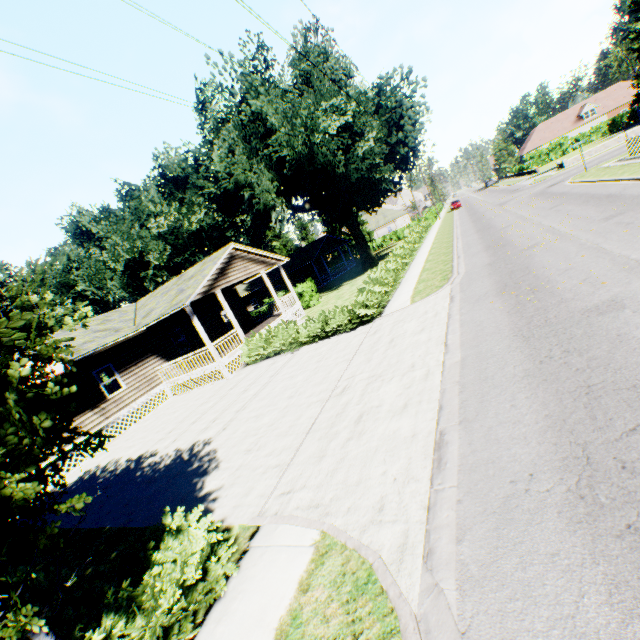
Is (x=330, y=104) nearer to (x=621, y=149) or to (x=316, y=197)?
(x=316, y=197)

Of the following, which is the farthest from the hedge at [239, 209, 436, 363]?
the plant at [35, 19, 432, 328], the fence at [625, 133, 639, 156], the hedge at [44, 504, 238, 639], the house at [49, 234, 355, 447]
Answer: the fence at [625, 133, 639, 156]

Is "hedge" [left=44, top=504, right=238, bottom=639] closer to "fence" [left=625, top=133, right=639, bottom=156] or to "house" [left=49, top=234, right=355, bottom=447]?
"house" [left=49, top=234, right=355, bottom=447]

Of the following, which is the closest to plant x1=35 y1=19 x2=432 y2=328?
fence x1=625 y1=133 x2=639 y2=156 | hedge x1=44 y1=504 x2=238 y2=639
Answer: fence x1=625 y1=133 x2=639 y2=156

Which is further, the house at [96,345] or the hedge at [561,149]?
the hedge at [561,149]

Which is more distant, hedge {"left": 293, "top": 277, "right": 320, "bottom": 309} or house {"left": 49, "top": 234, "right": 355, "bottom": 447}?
hedge {"left": 293, "top": 277, "right": 320, "bottom": 309}

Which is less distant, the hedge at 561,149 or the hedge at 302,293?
the hedge at 302,293
